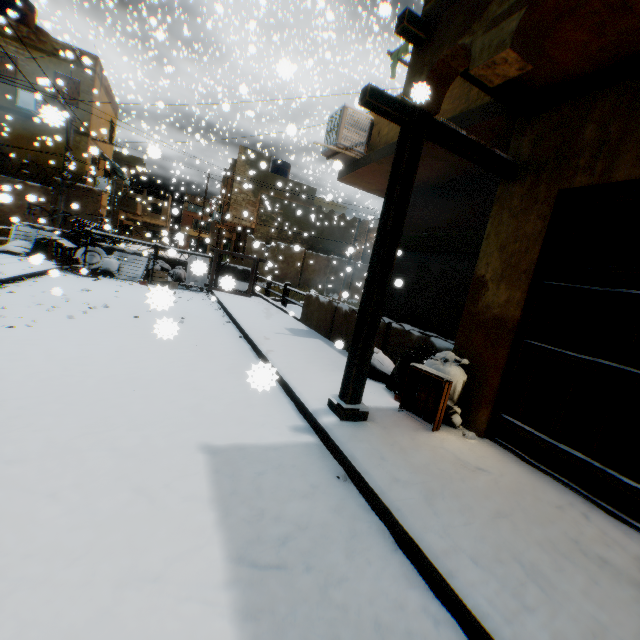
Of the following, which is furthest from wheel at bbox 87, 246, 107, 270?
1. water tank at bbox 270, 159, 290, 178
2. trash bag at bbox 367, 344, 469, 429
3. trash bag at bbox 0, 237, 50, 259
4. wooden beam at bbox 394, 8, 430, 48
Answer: water tank at bbox 270, 159, 290, 178

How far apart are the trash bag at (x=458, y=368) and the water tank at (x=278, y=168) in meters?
24.9

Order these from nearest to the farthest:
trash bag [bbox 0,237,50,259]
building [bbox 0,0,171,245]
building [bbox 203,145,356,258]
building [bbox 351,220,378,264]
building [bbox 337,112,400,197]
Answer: building [bbox 337,112,400,197]
trash bag [bbox 0,237,50,259]
building [bbox 0,0,171,245]
building [bbox 203,145,356,258]
building [bbox 351,220,378,264]

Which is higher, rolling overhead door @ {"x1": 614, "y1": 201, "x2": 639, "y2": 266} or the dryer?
the dryer

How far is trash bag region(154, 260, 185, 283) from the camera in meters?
12.7 m

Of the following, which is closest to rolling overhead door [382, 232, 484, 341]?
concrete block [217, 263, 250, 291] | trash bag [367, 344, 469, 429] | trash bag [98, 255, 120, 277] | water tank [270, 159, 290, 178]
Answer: trash bag [367, 344, 469, 429]

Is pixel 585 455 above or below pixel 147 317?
above

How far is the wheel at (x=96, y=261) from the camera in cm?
1150
